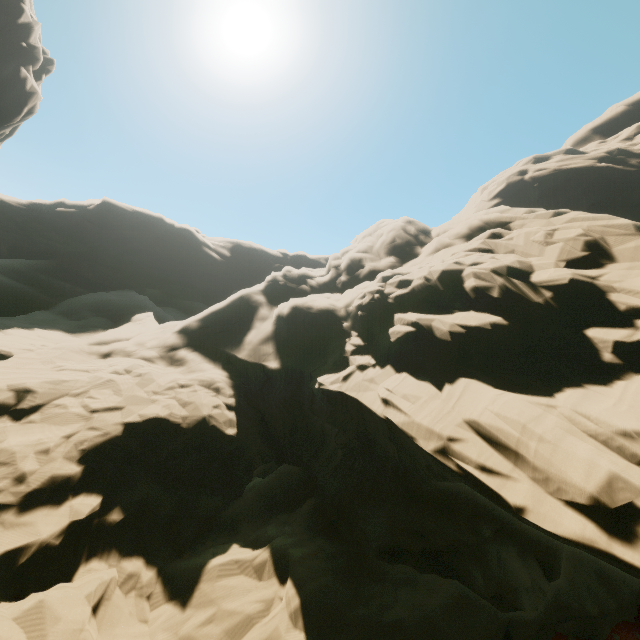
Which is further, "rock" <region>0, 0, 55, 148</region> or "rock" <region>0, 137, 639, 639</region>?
"rock" <region>0, 0, 55, 148</region>

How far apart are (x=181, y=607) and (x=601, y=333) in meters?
18.6

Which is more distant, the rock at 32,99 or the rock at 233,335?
the rock at 32,99
